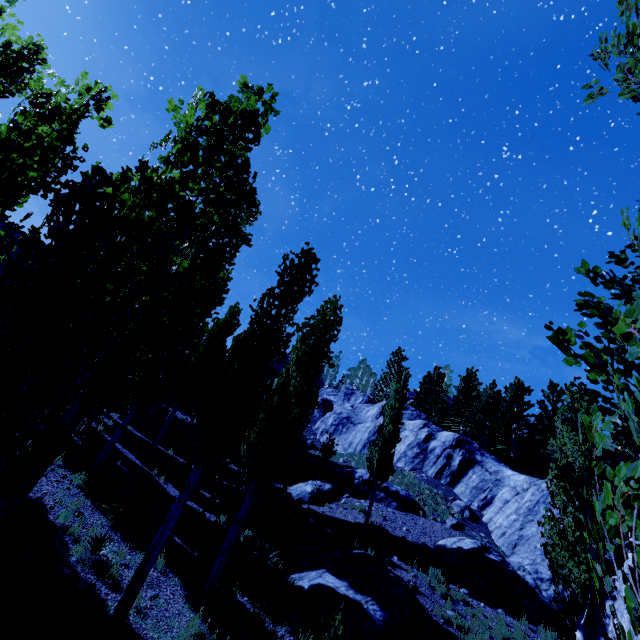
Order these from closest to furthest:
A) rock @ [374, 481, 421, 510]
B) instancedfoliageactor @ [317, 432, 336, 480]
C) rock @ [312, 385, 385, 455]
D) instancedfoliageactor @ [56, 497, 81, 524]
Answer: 1. instancedfoliageactor @ [56, 497, 81, 524]
2. instancedfoliageactor @ [317, 432, 336, 480]
3. rock @ [374, 481, 421, 510]
4. rock @ [312, 385, 385, 455]

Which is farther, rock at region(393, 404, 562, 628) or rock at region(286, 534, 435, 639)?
rock at region(393, 404, 562, 628)

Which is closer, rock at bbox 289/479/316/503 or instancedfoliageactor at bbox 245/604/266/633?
instancedfoliageactor at bbox 245/604/266/633

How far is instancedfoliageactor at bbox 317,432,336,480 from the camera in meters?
20.0

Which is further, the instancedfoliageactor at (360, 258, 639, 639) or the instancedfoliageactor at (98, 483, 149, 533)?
the instancedfoliageactor at (98, 483, 149, 533)

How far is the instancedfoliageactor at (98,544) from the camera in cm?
754

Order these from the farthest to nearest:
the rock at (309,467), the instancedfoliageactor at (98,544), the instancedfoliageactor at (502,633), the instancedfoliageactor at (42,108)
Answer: the rock at (309,467)
the instancedfoliageactor at (502,633)
the instancedfoliageactor at (98,544)
the instancedfoliageactor at (42,108)

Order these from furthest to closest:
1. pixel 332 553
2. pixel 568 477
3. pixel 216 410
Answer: pixel 332 553, pixel 216 410, pixel 568 477
